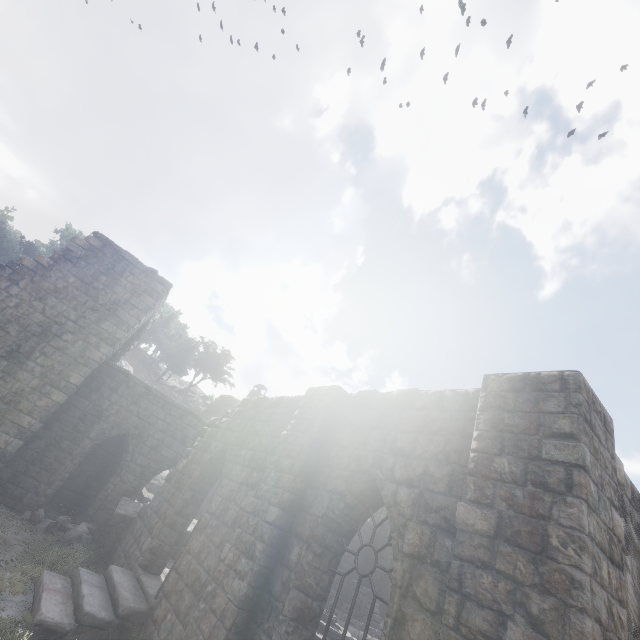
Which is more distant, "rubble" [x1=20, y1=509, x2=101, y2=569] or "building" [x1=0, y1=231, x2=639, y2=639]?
"rubble" [x1=20, y1=509, x2=101, y2=569]

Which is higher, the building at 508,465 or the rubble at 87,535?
the building at 508,465

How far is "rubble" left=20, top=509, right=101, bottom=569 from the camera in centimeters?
1021cm

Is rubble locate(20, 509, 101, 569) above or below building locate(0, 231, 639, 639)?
below

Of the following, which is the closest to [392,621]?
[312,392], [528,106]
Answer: [312,392]

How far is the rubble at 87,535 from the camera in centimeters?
1021cm
